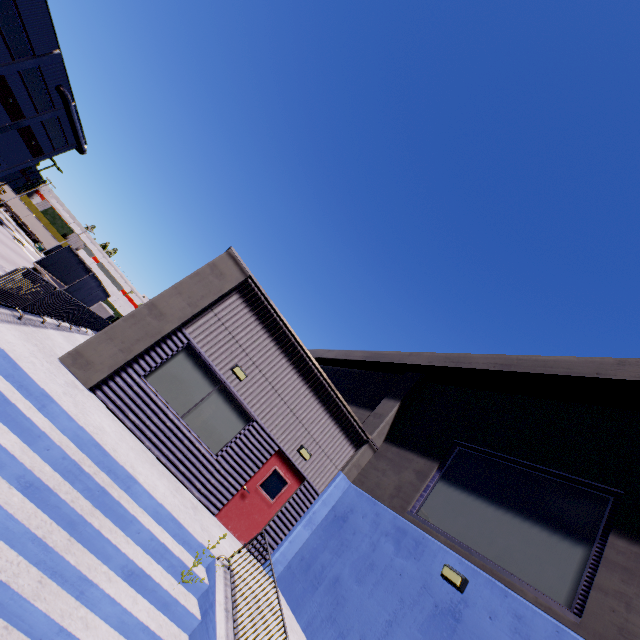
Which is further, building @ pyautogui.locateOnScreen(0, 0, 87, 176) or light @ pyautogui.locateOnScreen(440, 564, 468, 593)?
building @ pyautogui.locateOnScreen(0, 0, 87, 176)

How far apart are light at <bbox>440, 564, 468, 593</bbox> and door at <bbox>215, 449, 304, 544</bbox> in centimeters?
475cm

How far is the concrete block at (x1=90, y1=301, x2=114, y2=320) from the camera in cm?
1834

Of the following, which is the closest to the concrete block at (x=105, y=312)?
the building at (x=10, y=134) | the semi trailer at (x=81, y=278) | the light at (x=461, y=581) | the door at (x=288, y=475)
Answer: the building at (x=10, y=134)

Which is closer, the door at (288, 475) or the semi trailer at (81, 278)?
the door at (288, 475)

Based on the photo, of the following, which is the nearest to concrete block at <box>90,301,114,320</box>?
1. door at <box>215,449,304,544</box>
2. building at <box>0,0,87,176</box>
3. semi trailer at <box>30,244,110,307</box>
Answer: building at <box>0,0,87,176</box>

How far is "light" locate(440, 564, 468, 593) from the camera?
6.3 meters

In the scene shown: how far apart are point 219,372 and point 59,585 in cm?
553
